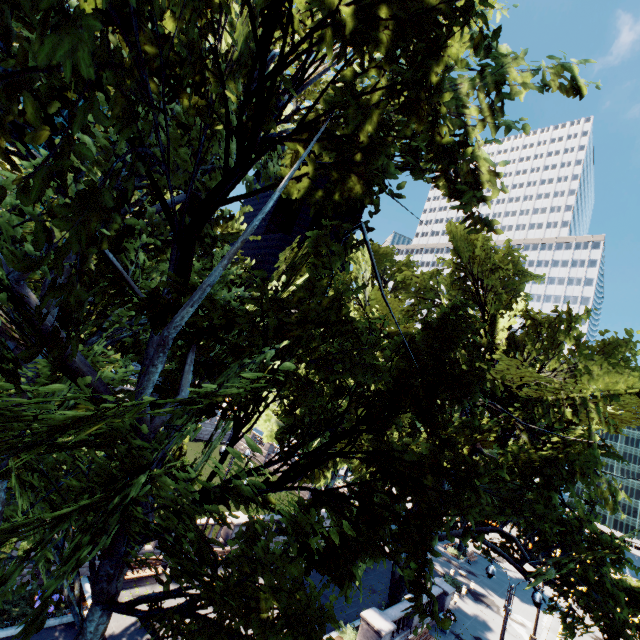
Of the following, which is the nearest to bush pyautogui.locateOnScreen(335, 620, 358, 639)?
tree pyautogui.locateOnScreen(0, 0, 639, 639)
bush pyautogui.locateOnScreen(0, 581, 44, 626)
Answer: tree pyautogui.locateOnScreen(0, 0, 639, 639)

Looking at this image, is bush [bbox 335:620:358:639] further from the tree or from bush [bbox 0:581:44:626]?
bush [bbox 0:581:44:626]

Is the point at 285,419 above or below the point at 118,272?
below

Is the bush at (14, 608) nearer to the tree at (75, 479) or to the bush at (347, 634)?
the tree at (75, 479)

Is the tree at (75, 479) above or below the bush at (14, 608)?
above

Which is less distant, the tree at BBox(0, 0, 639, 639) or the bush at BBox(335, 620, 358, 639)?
the tree at BBox(0, 0, 639, 639)
